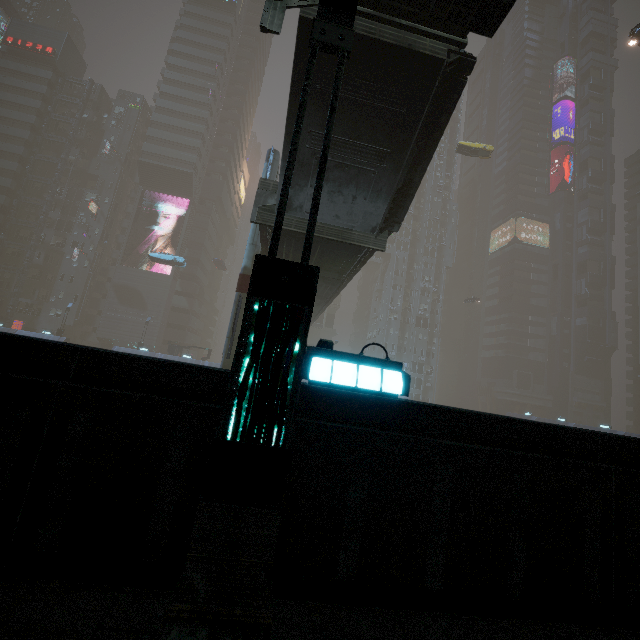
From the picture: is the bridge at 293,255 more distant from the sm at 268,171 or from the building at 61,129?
the building at 61,129

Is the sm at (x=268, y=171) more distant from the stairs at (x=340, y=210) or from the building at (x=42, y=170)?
the stairs at (x=340, y=210)

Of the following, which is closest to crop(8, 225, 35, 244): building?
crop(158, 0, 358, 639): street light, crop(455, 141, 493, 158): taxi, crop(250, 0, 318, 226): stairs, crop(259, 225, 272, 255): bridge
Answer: crop(158, 0, 358, 639): street light

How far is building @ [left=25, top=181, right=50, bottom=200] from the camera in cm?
5503

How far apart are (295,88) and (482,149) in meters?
40.0

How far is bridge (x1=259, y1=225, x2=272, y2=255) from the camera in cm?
1501

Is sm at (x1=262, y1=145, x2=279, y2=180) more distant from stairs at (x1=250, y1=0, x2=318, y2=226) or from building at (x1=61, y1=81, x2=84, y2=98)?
stairs at (x1=250, y1=0, x2=318, y2=226)
